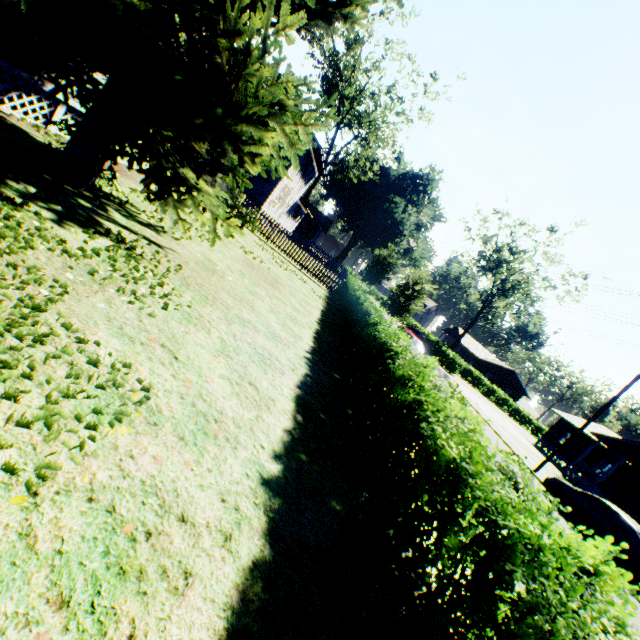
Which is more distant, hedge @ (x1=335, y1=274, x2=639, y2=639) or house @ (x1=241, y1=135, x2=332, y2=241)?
house @ (x1=241, y1=135, x2=332, y2=241)

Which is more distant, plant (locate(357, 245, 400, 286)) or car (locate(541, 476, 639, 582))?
plant (locate(357, 245, 400, 286))

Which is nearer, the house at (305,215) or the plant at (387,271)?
the house at (305,215)

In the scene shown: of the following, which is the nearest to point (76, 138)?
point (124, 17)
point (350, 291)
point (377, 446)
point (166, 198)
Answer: point (166, 198)

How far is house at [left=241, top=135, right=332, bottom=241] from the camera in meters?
26.1 m

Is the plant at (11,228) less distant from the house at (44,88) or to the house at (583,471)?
the house at (44,88)

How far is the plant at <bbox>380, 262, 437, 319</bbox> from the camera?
20.19m

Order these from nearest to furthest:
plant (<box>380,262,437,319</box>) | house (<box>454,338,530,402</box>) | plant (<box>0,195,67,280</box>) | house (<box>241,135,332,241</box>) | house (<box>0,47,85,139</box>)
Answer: plant (<box>0,195,67,280</box>) < house (<box>0,47,85,139</box>) < plant (<box>380,262,437,319</box>) < house (<box>241,135,332,241</box>) < house (<box>454,338,530,402</box>)
